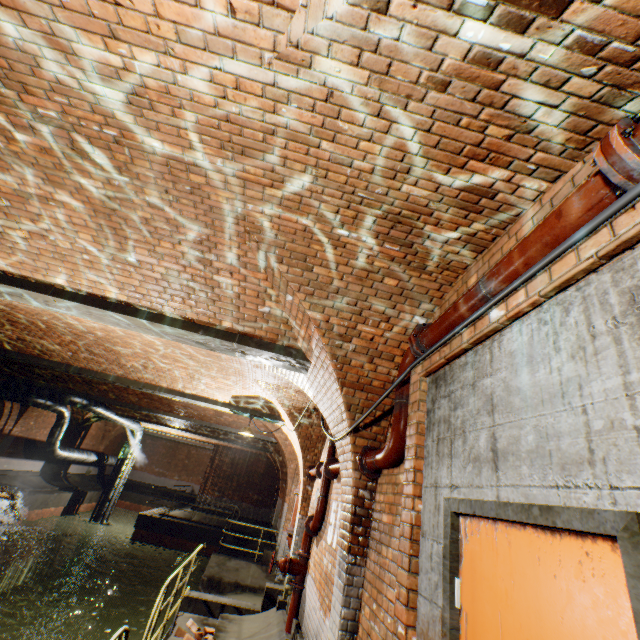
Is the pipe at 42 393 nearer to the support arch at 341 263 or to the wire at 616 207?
the wire at 616 207

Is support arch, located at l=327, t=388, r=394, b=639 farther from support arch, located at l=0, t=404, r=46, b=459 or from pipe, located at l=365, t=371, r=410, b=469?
support arch, located at l=0, t=404, r=46, b=459

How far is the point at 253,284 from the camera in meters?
3.6 m

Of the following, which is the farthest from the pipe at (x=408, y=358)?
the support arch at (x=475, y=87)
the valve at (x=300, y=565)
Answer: the valve at (x=300, y=565)

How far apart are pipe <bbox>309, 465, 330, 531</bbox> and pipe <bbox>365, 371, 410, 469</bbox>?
2.5m

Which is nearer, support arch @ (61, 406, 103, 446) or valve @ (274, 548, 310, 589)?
valve @ (274, 548, 310, 589)

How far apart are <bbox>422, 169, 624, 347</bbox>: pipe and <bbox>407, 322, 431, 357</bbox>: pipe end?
0.0m

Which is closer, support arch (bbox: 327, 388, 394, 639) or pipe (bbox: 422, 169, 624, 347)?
pipe (bbox: 422, 169, 624, 347)
